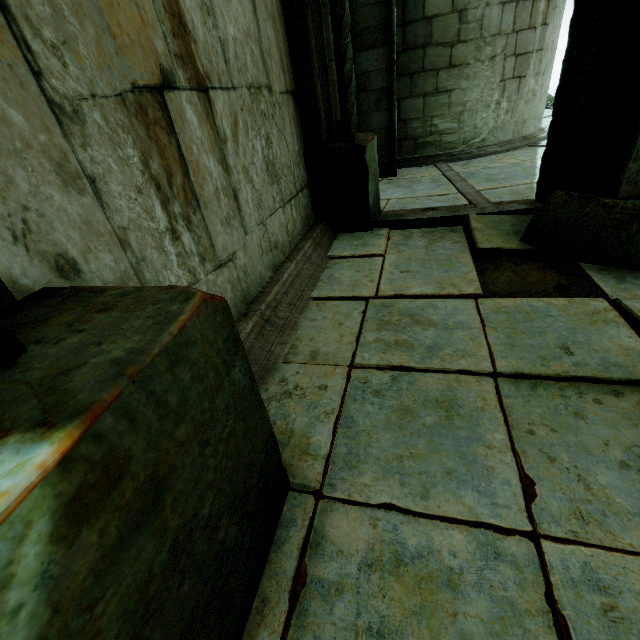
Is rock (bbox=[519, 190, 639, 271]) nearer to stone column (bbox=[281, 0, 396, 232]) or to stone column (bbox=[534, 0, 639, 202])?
stone column (bbox=[534, 0, 639, 202])

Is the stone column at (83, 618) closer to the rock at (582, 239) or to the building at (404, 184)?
the rock at (582, 239)

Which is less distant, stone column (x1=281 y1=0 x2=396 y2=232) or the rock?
the rock

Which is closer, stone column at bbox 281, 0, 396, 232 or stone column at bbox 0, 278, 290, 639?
stone column at bbox 0, 278, 290, 639

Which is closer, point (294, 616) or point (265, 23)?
point (294, 616)

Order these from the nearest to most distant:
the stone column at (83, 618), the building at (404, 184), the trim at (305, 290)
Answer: the stone column at (83, 618), the trim at (305, 290), the building at (404, 184)

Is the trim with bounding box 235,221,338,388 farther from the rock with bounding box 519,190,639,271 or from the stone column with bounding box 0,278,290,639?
the rock with bounding box 519,190,639,271

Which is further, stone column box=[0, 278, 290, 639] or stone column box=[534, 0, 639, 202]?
stone column box=[534, 0, 639, 202]
